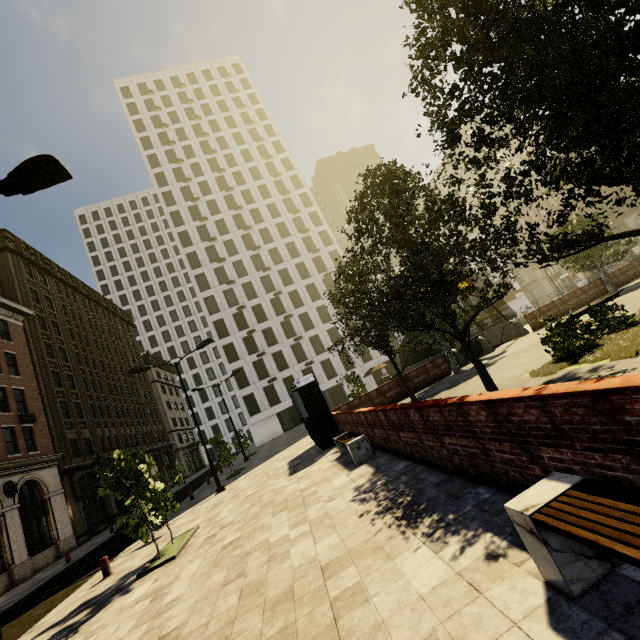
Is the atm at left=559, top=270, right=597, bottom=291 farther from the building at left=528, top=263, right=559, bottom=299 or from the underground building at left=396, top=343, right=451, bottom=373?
the underground building at left=396, top=343, right=451, bottom=373

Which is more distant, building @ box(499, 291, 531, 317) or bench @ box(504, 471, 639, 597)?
building @ box(499, 291, 531, 317)

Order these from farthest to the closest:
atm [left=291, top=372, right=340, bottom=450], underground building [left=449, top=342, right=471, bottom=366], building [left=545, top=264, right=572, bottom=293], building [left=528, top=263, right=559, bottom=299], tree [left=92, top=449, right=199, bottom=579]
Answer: building [left=528, top=263, right=559, bottom=299]
building [left=545, top=264, right=572, bottom=293]
underground building [left=449, top=342, right=471, bottom=366]
atm [left=291, top=372, right=340, bottom=450]
tree [left=92, top=449, right=199, bottom=579]

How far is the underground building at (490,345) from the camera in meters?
21.7 m

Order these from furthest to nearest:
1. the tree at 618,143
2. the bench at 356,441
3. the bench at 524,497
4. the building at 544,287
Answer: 1. the building at 544,287
2. the bench at 356,441
3. the tree at 618,143
4. the bench at 524,497

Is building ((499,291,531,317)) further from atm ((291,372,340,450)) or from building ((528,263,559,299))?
atm ((291,372,340,450))

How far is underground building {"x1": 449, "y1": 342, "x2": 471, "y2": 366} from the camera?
20.86m

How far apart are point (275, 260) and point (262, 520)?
46.46m
